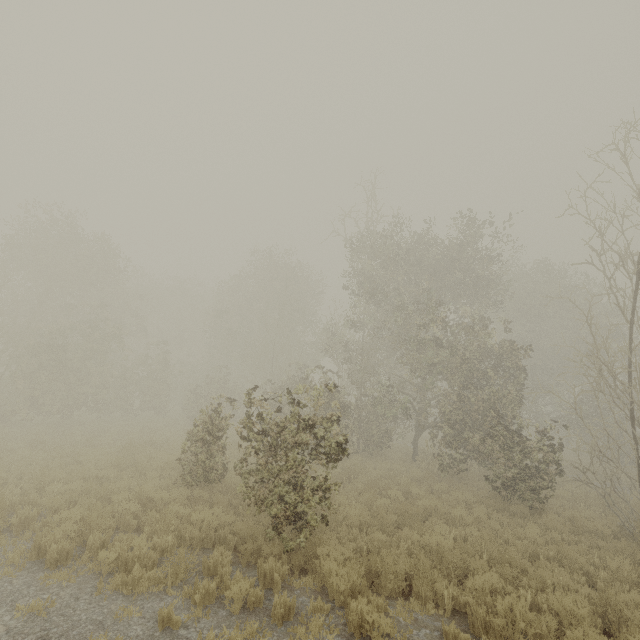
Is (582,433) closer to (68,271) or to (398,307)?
(398,307)

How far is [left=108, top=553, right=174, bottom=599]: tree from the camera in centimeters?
550cm

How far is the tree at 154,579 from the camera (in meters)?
5.50
